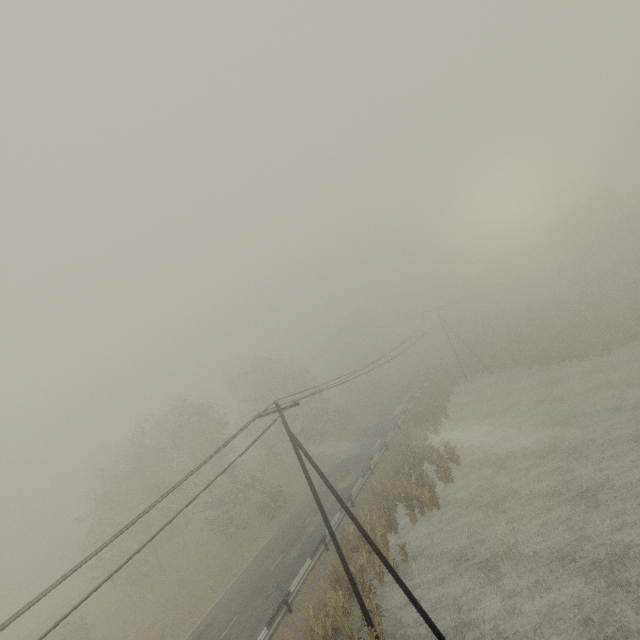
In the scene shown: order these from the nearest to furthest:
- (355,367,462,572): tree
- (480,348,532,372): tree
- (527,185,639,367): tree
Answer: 1. (355,367,462,572): tree
2. (527,185,639,367): tree
3. (480,348,532,372): tree

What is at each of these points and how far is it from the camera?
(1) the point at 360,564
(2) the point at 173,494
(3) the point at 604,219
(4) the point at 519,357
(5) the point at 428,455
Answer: (1) tree, 20.1m
(2) tree, 30.6m
(3) tree, 48.7m
(4) tree, 44.1m
(5) tree, 29.0m

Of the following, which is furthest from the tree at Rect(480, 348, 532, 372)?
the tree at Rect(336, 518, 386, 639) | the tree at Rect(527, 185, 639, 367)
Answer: the tree at Rect(336, 518, 386, 639)

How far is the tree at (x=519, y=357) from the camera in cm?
4208

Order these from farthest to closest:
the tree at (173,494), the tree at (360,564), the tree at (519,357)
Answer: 1. the tree at (519,357)
2. the tree at (173,494)
3. the tree at (360,564)

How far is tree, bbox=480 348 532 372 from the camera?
42.1 meters

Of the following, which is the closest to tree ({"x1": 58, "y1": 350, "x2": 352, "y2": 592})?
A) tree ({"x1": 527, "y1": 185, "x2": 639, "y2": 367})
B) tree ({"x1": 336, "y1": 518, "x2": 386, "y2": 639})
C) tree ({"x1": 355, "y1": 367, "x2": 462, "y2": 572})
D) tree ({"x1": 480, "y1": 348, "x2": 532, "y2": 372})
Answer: tree ({"x1": 336, "y1": 518, "x2": 386, "y2": 639})

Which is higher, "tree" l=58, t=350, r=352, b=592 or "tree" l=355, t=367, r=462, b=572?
"tree" l=58, t=350, r=352, b=592
